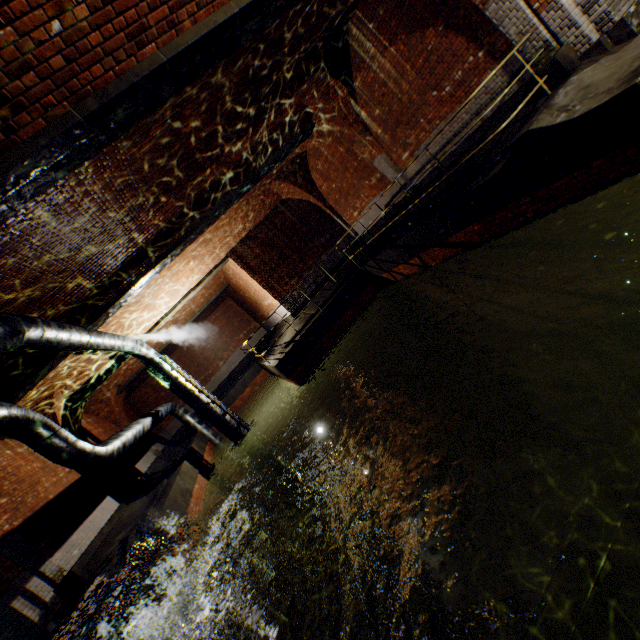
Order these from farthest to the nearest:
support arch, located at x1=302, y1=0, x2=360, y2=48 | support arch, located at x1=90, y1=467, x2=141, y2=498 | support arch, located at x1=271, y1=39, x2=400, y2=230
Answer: support arch, located at x1=90, y1=467, x2=141, y2=498
support arch, located at x1=271, y1=39, x2=400, y2=230
support arch, located at x1=302, y1=0, x2=360, y2=48

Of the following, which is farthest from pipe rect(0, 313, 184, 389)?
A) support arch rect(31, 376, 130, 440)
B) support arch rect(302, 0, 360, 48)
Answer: support arch rect(31, 376, 130, 440)

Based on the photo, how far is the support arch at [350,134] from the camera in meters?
8.5

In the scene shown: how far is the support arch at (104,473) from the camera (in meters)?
11.69

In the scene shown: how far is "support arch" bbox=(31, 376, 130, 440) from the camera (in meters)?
10.33

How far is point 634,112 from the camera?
4.2m

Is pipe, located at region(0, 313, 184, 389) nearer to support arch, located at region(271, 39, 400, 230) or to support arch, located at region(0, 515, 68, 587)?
support arch, located at region(0, 515, 68, 587)

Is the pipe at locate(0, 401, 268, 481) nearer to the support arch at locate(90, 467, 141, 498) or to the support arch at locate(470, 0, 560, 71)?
the support arch at locate(470, 0, 560, 71)
